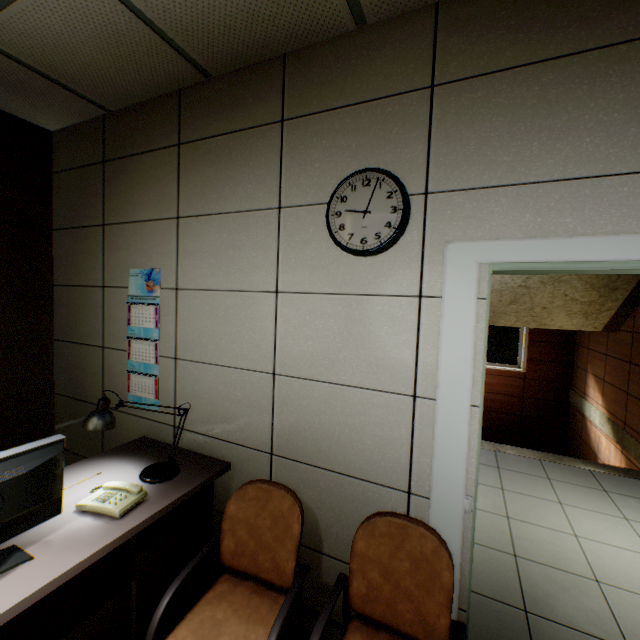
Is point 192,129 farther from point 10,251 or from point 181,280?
point 10,251

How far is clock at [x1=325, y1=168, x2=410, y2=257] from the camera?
1.53m

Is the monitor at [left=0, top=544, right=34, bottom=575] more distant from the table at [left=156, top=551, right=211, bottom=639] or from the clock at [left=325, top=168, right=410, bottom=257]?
the clock at [left=325, top=168, right=410, bottom=257]

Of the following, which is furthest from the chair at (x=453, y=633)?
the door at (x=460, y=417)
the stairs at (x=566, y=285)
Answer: the stairs at (x=566, y=285)

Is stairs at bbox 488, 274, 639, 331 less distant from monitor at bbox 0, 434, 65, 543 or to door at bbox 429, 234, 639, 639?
door at bbox 429, 234, 639, 639

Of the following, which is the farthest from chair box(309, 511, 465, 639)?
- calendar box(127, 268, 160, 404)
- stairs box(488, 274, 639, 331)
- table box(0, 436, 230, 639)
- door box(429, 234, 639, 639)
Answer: stairs box(488, 274, 639, 331)

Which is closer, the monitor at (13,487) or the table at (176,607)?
the monitor at (13,487)

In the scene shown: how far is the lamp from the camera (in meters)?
1.61
